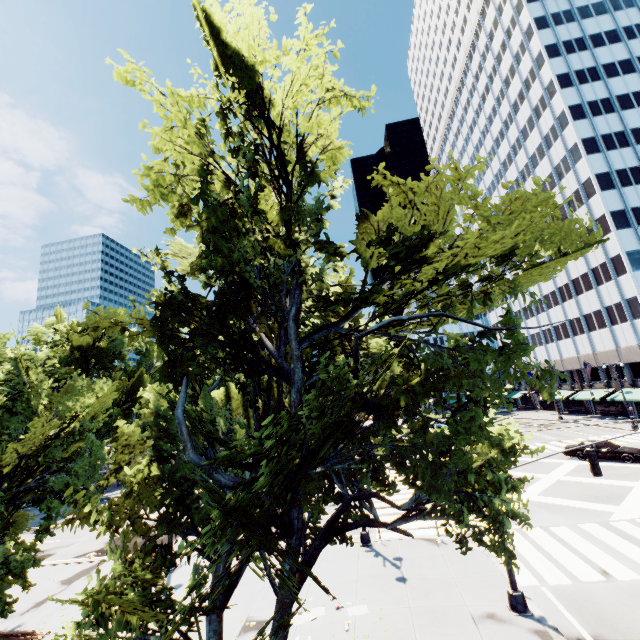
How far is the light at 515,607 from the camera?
10.2 meters

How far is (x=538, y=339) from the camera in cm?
5969

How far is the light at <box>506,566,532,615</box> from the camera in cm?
1018

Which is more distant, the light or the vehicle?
the vehicle

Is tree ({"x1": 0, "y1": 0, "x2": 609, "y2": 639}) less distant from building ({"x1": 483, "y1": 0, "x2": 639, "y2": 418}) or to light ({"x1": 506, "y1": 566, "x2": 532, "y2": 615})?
building ({"x1": 483, "y1": 0, "x2": 639, "y2": 418})

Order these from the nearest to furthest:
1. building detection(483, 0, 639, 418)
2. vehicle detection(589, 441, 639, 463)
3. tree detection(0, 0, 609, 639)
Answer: tree detection(0, 0, 609, 639)
vehicle detection(589, 441, 639, 463)
building detection(483, 0, 639, 418)

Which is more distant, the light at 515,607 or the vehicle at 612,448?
the vehicle at 612,448

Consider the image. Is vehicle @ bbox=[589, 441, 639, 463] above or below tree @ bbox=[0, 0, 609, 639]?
below
